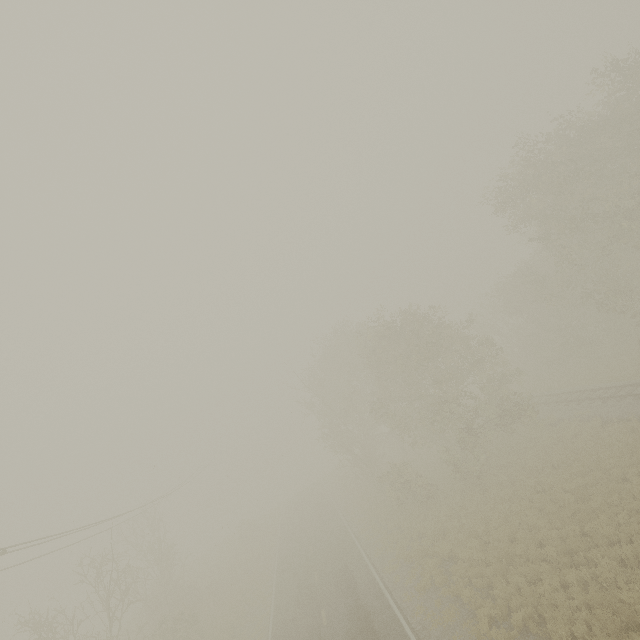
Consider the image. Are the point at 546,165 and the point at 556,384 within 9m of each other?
no
